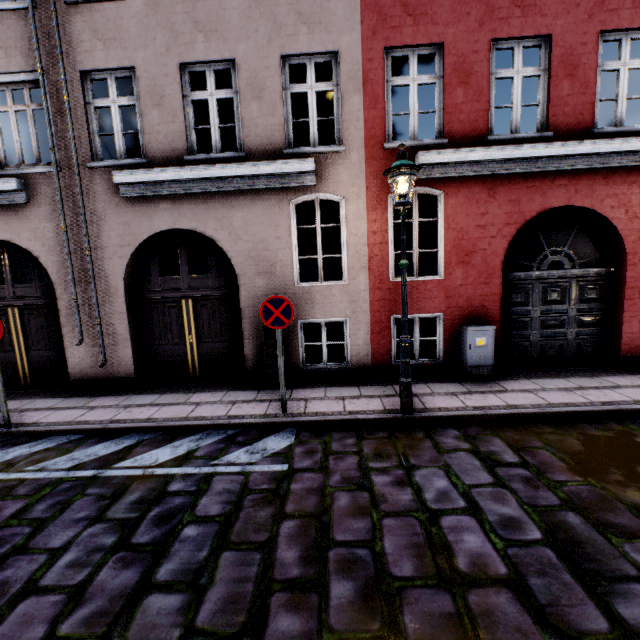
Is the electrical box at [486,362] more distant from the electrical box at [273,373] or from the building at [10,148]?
the electrical box at [273,373]

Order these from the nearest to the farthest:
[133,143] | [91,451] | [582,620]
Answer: [582,620], [91,451], [133,143]

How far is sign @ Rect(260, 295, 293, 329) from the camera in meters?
5.1

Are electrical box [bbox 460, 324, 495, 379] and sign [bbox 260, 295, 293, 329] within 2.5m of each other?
no

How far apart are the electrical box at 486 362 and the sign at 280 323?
3.59m

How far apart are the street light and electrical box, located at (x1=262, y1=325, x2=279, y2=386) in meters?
2.6

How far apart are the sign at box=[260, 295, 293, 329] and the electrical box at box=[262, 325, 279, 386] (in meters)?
1.32

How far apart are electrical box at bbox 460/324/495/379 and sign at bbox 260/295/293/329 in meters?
3.6 m
